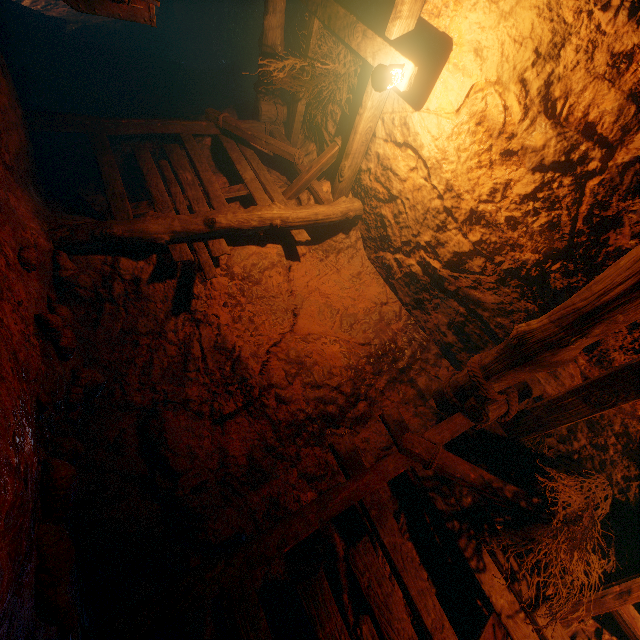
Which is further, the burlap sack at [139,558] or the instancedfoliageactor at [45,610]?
the burlap sack at [139,558]

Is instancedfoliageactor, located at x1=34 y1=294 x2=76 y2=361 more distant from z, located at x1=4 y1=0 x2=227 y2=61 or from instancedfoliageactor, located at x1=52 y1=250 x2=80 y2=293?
z, located at x1=4 y1=0 x2=227 y2=61

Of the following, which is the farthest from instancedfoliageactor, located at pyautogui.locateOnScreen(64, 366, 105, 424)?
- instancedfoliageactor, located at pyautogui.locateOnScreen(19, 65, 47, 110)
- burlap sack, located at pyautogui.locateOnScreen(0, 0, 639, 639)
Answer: instancedfoliageactor, located at pyautogui.locateOnScreen(19, 65, 47, 110)

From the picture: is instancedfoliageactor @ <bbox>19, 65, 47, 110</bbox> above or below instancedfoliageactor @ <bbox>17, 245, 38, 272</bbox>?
above

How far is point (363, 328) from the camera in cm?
493

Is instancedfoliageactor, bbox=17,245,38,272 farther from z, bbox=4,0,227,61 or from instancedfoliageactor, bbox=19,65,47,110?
z, bbox=4,0,227,61

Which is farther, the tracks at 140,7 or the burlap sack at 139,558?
the tracks at 140,7

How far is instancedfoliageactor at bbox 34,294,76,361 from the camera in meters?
2.6
